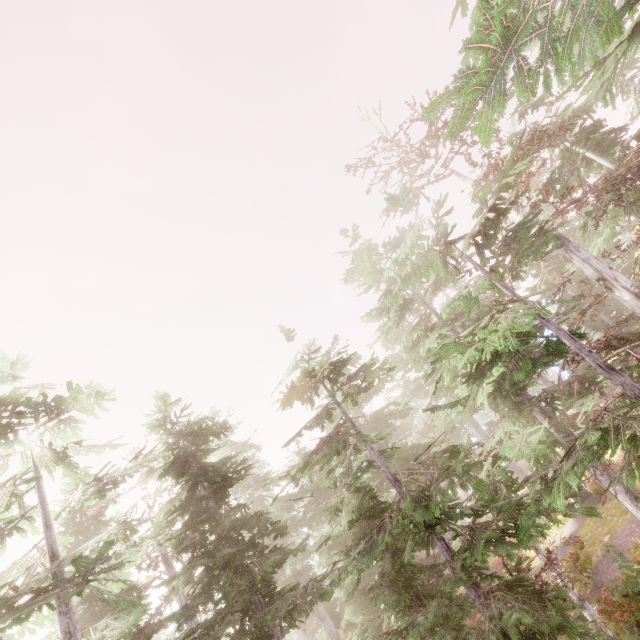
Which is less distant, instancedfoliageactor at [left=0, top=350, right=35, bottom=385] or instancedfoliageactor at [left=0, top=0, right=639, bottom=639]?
instancedfoliageactor at [left=0, top=0, right=639, bottom=639]

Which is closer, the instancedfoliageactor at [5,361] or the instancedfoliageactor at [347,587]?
the instancedfoliageactor at [347,587]

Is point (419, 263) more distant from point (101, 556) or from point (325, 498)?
point (325, 498)

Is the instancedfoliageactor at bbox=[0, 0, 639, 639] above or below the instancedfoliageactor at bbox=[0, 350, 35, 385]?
below

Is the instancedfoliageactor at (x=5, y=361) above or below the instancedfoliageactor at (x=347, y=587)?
above
